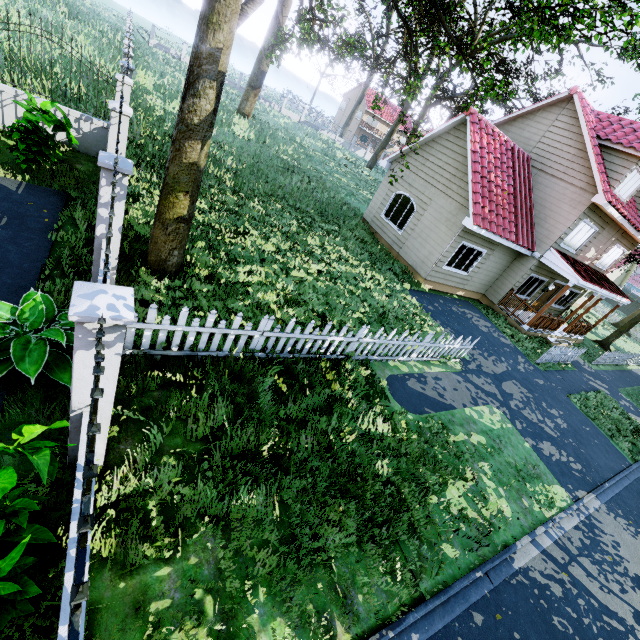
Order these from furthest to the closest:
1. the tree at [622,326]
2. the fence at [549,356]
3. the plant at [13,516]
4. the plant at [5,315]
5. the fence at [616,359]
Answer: the tree at [622,326]
the fence at [616,359]
the fence at [549,356]
the plant at [5,315]
the plant at [13,516]

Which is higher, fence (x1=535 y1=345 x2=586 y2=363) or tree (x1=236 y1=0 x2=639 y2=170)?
tree (x1=236 y1=0 x2=639 y2=170)

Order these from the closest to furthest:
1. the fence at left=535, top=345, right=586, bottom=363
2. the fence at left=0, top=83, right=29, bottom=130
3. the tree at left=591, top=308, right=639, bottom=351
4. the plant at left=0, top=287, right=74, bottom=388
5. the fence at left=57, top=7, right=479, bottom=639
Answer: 1. the fence at left=57, top=7, right=479, bottom=639
2. the plant at left=0, top=287, right=74, bottom=388
3. the fence at left=0, top=83, right=29, bottom=130
4. the fence at left=535, top=345, right=586, bottom=363
5. the tree at left=591, top=308, right=639, bottom=351

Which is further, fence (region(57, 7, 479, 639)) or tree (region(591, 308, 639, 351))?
tree (region(591, 308, 639, 351))

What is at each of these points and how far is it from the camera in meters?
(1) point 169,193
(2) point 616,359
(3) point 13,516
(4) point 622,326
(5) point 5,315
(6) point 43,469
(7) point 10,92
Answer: (1) tree, 5.9 m
(2) fence, 19.6 m
(3) plant, 2.5 m
(4) tree, 21.5 m
(5) plant, 4.2 m
(6) plant, 2.5 m
(7) fence, 8.4 m

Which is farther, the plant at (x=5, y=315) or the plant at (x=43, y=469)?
the plant at (x=5, y=315)

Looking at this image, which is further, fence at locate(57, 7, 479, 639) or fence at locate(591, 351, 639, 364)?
fence at locate(591, 351, 639, 364)

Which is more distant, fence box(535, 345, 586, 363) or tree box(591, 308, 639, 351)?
tree box(591, 308, 639, 351)
